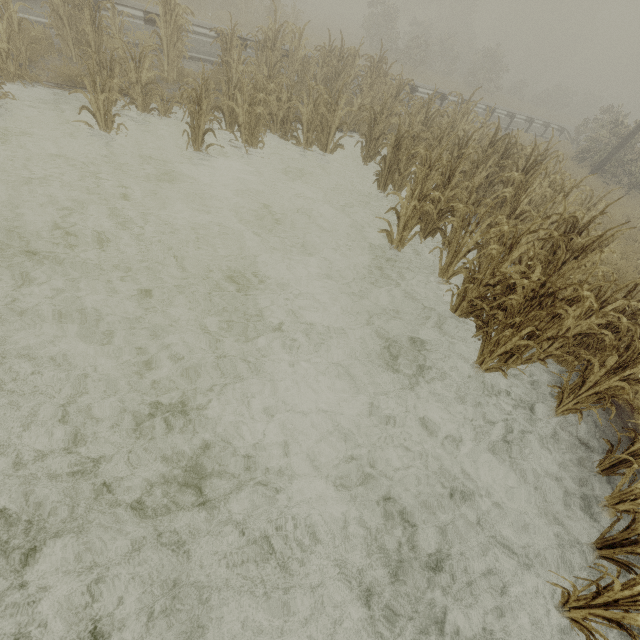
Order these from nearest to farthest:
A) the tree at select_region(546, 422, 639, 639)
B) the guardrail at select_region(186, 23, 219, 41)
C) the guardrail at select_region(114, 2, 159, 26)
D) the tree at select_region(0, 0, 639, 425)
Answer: the tree at select_region(546, 422, 639, 639)
the tree at select_region(0, 0, 639, 425)
the guardrail at select_region(114, 2, 159, 26)
the guardrail at select_region(186, 23, 219, 41)

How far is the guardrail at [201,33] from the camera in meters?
9.6 m

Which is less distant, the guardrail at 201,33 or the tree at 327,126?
the tree at 327,126

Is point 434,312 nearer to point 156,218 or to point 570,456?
point 570,456

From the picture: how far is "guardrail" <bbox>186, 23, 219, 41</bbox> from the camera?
9.6m

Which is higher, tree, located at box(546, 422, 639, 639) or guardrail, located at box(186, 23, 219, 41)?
guardrail, located at box(186, 23, 219, 41)

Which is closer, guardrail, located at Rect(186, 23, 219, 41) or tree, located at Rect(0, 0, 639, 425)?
tree, located at Rect(0, 0, 639, 425)

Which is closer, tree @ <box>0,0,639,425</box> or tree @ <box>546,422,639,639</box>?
tree @ <box>546,422,639,639</box>
